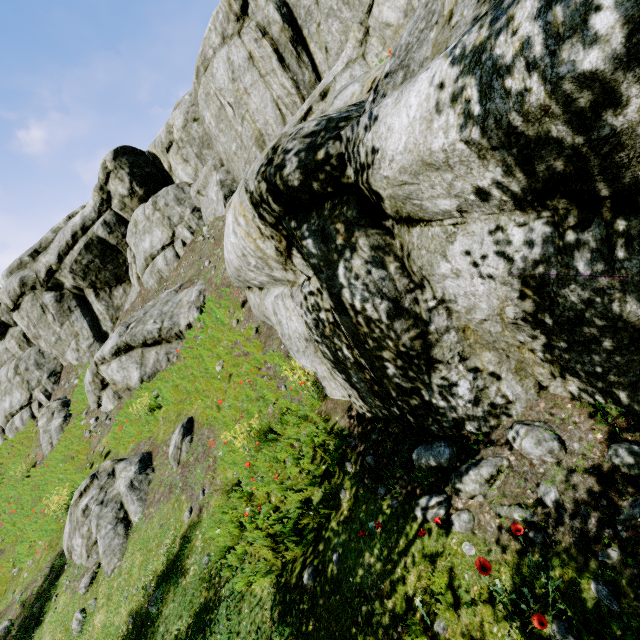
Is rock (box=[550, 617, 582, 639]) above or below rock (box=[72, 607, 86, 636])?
above

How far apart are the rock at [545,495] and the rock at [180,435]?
7.42m

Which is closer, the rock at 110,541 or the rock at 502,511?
the rock at 502,511

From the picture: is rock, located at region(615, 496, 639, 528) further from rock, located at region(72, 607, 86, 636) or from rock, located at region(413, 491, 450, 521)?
rock, located at region(72, 607, 86, 636)

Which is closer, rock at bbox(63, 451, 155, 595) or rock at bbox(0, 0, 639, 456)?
rock at bbox(0, 0, 639, 456)

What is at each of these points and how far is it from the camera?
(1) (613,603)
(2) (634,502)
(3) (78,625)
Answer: (1) rock, 2.52m
(2) rock, 2.74m
(3) rock, 7.24m

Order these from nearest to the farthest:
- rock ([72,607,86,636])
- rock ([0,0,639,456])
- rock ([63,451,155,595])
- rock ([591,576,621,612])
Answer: rock ([0,0,639,456])
rock ([591,576,621,612])
rock ([72,607,86,636])
rock ([63,451,155,595])

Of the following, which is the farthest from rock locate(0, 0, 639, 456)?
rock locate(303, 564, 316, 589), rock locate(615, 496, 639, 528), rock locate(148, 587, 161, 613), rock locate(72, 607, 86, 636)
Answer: rock locate(72, 607, 86, 636)
